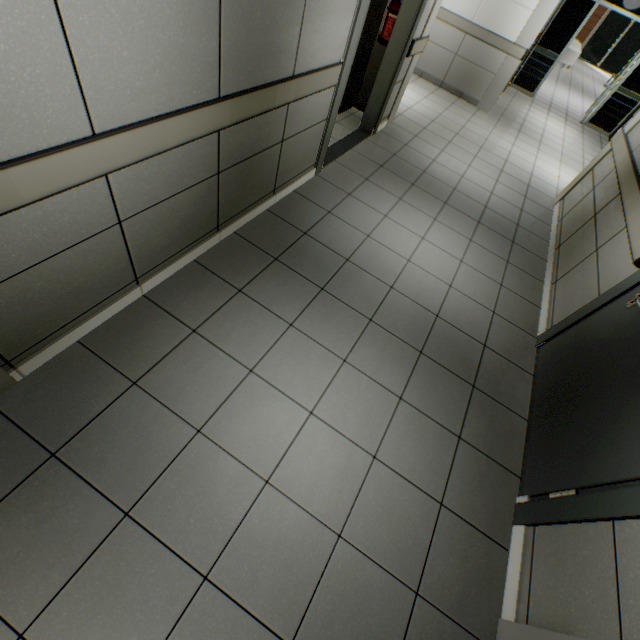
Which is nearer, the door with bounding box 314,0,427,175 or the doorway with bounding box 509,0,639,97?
the door with bounding box 314,0,427,175

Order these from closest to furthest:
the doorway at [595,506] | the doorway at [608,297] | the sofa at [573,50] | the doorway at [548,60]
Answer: the doorway at [595,506]
the doorway at [608,297]
the doorway at [548,60]
the sofa at [573,50]

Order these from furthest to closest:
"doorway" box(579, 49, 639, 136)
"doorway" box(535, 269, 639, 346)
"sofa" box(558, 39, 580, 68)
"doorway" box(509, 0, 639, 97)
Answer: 1. "sofa" box(558, 39, 580, 68)
2. "doorway" box(579, 49, 639, 136)
3. "doorway" box(509, 0, 639, 97)
4. "doorway" box(535, 269, 639, 346)

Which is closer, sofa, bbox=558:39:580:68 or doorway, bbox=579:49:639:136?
doorway, bbox=579:49:639:136

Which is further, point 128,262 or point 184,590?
point 128,262

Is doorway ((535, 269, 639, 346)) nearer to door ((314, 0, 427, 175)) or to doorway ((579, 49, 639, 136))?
door ((314, 0, 427, 175))

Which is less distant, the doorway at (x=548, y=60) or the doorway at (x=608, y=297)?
the doorway at (x=608, y=297)

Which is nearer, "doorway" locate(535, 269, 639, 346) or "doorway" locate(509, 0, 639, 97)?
"doorway" locate(535, 269, 639, 346)
